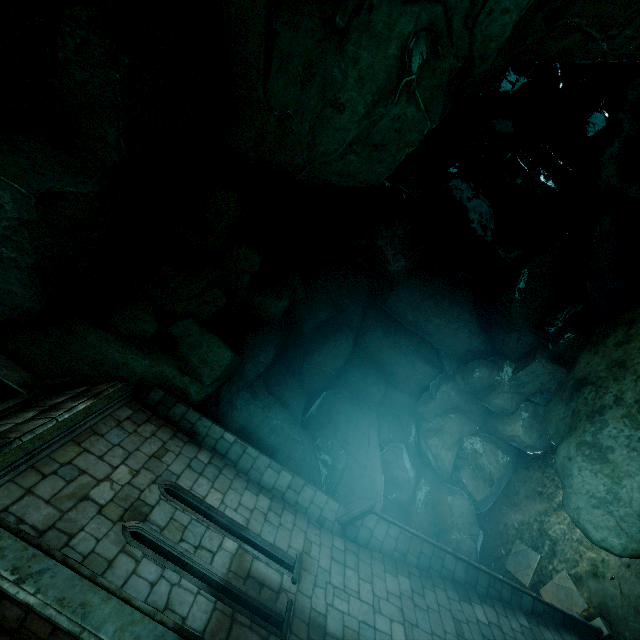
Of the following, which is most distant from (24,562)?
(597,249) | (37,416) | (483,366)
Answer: (597,249)

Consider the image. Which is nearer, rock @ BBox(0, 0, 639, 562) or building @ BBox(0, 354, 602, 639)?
building @ BBox(0, 354, 602, 639)

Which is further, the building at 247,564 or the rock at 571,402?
the rock at 571,402
